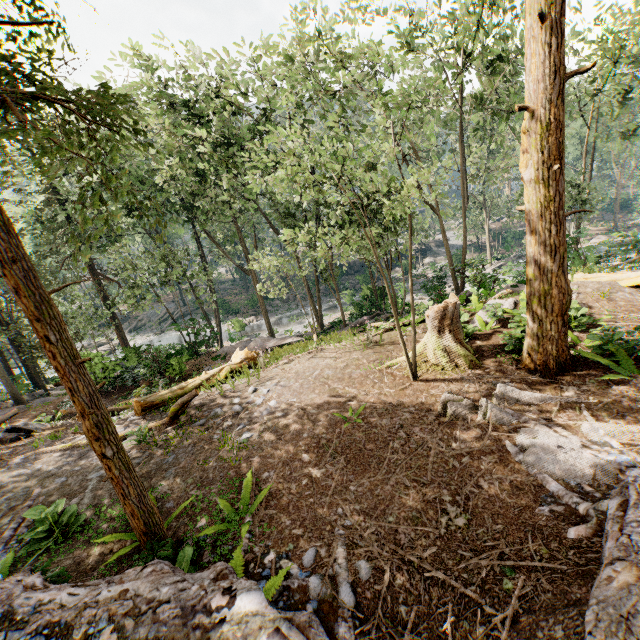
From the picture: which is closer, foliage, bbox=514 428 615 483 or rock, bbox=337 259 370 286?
foliage, bbox=514 428 615 483

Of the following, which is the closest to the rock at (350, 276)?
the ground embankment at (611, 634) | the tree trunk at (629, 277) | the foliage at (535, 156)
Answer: the foliage at (535, 156)

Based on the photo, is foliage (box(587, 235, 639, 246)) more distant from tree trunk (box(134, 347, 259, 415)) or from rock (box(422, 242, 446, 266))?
tree trunk (box(134, 347, 259, 415))

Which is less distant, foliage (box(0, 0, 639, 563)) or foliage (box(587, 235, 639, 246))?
foliage (box(0, 0, 639, 563))

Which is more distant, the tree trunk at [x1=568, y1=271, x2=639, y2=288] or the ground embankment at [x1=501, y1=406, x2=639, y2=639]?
the tree trunk at [x1=568, y1=271, x2=639, y2=288]

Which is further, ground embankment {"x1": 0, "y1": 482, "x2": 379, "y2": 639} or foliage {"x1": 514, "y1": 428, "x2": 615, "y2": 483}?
foliage {"x1": 514, "y1": 428, "x2": 615, "y2": 483}

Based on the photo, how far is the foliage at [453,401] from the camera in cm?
654

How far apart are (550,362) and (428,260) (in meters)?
45.52
